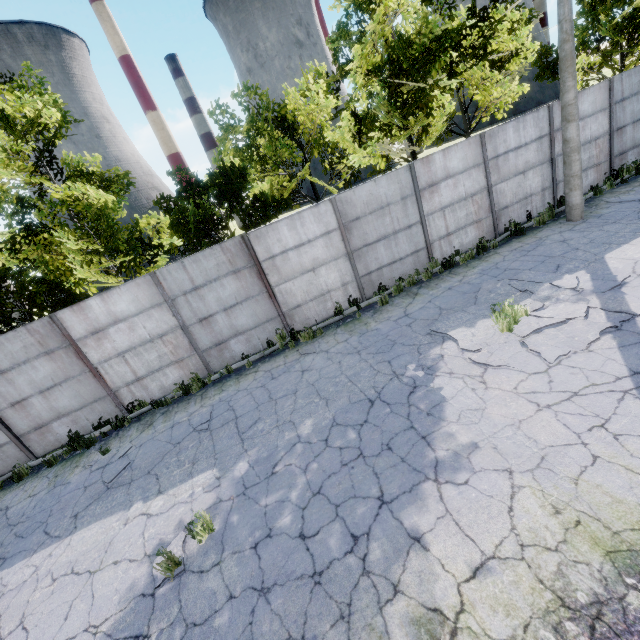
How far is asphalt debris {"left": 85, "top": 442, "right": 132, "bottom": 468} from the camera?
8.3 meters

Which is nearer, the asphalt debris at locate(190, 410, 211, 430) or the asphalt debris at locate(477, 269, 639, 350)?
the asphalt debris at locate(477, 269, 639, 350)

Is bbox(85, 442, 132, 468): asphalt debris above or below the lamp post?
below

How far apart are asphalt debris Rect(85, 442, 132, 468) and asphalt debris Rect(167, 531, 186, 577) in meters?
3.9

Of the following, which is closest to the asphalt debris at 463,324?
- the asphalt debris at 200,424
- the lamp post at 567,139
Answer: the lamp post at 567,139

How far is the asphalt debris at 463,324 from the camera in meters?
6.2

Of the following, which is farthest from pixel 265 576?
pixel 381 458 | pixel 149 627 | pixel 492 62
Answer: pixel 492 62
